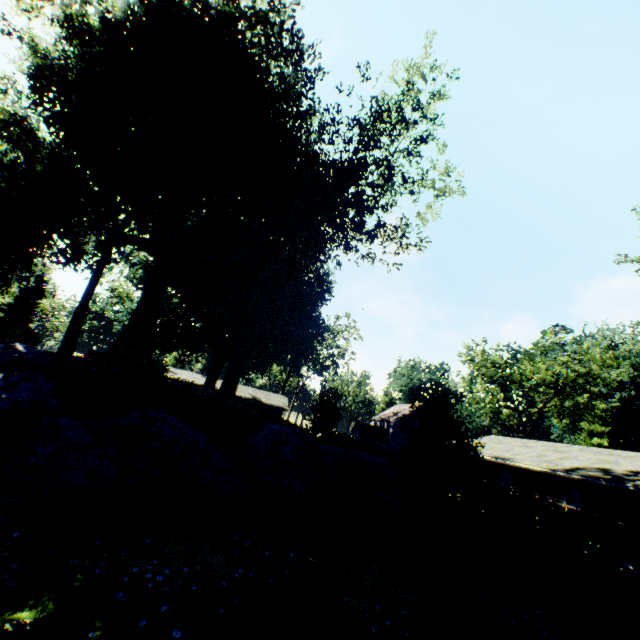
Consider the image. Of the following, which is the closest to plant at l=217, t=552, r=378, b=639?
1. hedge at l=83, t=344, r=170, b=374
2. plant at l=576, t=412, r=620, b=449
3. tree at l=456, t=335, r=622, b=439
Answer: hedge at l=83, t=344, r=170, b=374

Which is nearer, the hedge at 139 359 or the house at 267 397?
the hedge at 139 359

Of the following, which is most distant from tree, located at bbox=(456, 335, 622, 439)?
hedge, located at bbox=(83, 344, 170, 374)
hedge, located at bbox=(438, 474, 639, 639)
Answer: hedge, located at bbox=(83, 344, 170, 374)

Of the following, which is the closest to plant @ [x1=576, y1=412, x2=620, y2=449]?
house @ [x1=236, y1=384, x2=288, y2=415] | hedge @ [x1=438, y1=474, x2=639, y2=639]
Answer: house @ [x1=236, y1=384, x2=288, y2=415]

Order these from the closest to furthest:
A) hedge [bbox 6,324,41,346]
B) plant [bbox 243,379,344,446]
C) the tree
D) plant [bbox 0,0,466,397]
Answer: plant [bbox 243,379,344,446], plant [bbox 0,0,466,397], hedge [bbox 6,324,41,346], the tree

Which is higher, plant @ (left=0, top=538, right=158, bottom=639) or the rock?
the rock

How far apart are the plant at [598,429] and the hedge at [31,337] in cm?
7612

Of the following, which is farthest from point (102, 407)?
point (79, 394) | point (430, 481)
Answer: point (430, 481)
